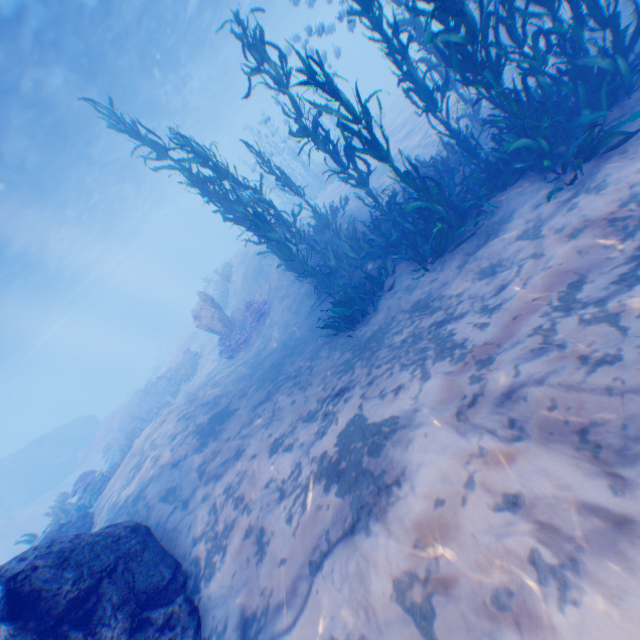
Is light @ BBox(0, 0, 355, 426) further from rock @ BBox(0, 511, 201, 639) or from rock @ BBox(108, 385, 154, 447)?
rock @ BBox(108, 385, 154, 447)

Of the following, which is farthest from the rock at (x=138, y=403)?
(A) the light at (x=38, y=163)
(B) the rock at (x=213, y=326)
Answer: (A) the light at (x=38, y=163)

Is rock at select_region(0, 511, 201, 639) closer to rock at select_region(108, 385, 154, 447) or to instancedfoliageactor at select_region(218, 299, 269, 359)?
instancedfoliageactor at select_region(218, 299, 269, 359)

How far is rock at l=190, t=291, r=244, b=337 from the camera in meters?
15.0

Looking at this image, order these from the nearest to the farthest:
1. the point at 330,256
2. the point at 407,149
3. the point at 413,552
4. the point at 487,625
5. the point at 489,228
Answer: the point at 487,625 < the point at 413,552 < the point at 489,228 < the point at 330,256 < the point at 407,149

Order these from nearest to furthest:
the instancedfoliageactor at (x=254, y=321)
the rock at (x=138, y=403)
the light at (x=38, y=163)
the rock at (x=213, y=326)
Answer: the light at (x=38, y=163) < the instancedfoliageactor at (x=254, y=321) < the rock at (x=213, y=326) < the rock at (x=138, y=403)

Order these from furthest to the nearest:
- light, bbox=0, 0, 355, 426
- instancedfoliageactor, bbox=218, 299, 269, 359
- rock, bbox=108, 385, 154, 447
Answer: rock, bbox=108, 385, 154, 447 → instancedfoliageactor, bbox=218, 299, 269, 359 → light, bbox=0, 0, 355, 426

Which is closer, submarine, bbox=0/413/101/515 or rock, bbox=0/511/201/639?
rock, bbox=0/511/201/639
